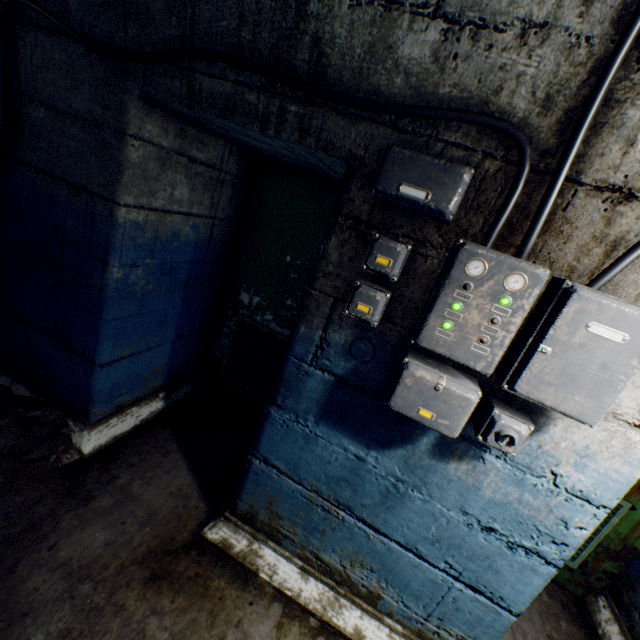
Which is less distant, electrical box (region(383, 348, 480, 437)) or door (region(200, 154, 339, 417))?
electrical box (region(383, 348, 480, 437))

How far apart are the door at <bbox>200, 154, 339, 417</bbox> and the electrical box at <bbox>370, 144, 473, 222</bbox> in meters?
1.1 m

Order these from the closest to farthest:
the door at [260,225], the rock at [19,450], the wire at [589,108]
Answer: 1. the wire at [589,108]
2. the rock at [19,450]
3. the door at [260,225]

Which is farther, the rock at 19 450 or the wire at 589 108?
the rock at 19 450

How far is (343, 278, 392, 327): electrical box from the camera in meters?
1.2 m

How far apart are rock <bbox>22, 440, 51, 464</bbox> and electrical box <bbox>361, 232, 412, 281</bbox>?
2.0m

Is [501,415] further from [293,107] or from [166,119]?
[166,119]

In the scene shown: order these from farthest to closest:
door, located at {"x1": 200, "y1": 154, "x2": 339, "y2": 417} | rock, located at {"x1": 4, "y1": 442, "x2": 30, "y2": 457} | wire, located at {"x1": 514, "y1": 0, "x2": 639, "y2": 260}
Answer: door, located at {"x1": 200, "y1": 154, "x2": 339, "y2": 417} < rock, located at {"x1": 4, "y1": 442, "x2": 30, "y2": 457} < wire, located at {"x1": 514, "y1": 0, "x2": 639, "y2": 260}
